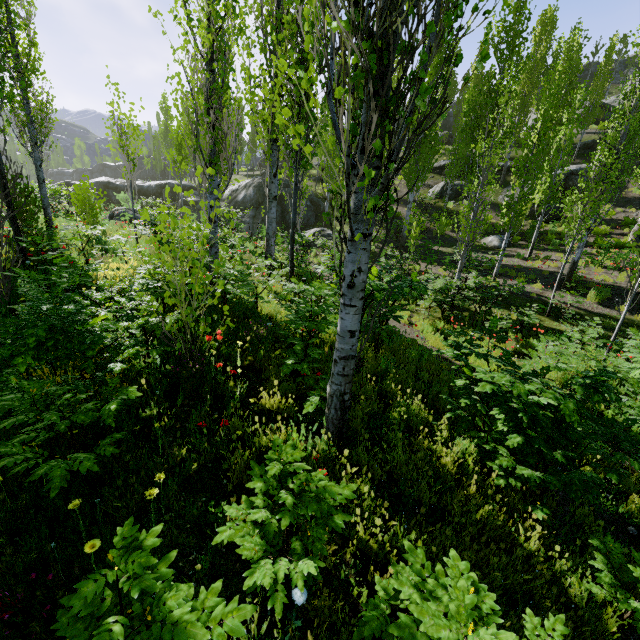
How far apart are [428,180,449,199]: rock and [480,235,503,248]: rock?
6.81m

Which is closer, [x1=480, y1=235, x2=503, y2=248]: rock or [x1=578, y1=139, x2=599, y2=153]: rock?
[x1=480, y1=235, x2=503, y2=248]: rock

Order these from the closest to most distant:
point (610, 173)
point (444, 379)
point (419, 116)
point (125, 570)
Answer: point (125, 570)
point (444, 379)
point (610, 173)
point (419, 116)

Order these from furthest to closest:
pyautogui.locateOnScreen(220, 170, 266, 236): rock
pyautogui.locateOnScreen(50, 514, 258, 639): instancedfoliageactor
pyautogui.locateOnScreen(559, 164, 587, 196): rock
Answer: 1. pyautogui.locateOnScreen(220, 170, 266, 236): rock
2. pyautogui.locateOnScreen(559, 164, 587, 196): rock
3. pyautogui.locateOnScreen(50, 514, 258, 639): instancedfoliageactor

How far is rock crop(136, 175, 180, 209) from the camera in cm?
3002

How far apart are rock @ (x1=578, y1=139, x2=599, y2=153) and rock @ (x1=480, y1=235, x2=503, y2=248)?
13.3 meters

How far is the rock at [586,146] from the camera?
25.36m

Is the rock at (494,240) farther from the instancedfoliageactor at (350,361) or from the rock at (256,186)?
the rock at (256,186)
